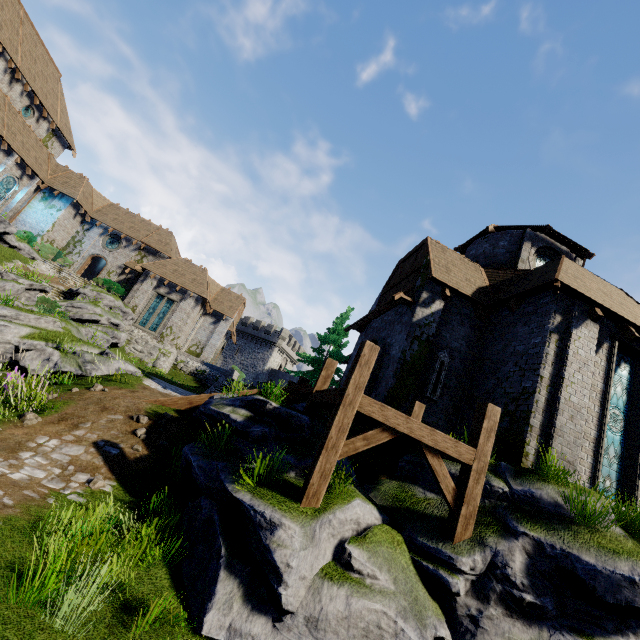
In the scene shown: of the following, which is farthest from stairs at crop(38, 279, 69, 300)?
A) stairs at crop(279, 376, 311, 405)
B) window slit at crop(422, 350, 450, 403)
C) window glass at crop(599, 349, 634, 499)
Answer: window glass at crop(599, 349, 634, 499)

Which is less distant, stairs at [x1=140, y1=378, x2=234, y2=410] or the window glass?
the window glass

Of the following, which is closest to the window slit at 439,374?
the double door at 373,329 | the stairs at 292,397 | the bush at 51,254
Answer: the double door at 373,329

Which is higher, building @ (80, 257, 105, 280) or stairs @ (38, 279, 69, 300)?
building @ (80, 257, 105, 280)

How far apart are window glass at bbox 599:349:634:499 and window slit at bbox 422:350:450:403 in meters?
4.5 m

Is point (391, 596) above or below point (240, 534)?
above

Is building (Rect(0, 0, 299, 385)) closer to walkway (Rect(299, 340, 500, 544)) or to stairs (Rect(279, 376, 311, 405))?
stairs (Rect(279, 376, 311, 405))

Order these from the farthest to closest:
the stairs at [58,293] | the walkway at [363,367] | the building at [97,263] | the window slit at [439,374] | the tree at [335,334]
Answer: the building at [97,263]
the tree at [335,334]
the stairs at [58,293]
the window slit at [439,374]
the walkway at [363,367]
